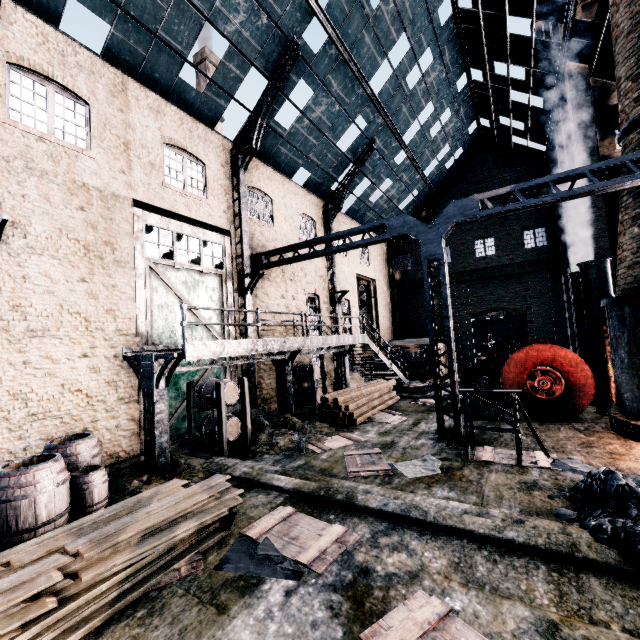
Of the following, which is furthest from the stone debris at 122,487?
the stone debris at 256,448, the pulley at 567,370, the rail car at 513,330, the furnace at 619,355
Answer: the rail car at 513,330

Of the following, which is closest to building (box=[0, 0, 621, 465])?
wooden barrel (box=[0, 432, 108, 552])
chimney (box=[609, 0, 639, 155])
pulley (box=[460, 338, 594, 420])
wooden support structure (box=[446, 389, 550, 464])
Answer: chimney (box=[609, 0, 639, 155])

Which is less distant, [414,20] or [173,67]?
[173,67]

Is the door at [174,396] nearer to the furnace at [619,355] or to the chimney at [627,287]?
the furnace at [619,355]

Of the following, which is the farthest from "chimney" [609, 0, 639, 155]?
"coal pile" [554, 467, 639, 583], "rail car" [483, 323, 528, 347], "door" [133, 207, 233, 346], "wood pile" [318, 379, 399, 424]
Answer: "rail car" [483, 323, 528, 347]

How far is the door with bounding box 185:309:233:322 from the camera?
13.0 meters

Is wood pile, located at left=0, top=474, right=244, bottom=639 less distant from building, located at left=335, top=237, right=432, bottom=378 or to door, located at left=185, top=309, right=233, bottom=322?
building, located at left=335, top=237, right=432, bottom=378

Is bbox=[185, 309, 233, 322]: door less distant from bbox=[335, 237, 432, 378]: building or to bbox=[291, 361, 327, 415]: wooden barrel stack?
bbox=[335, 237, 432, 378]: building
